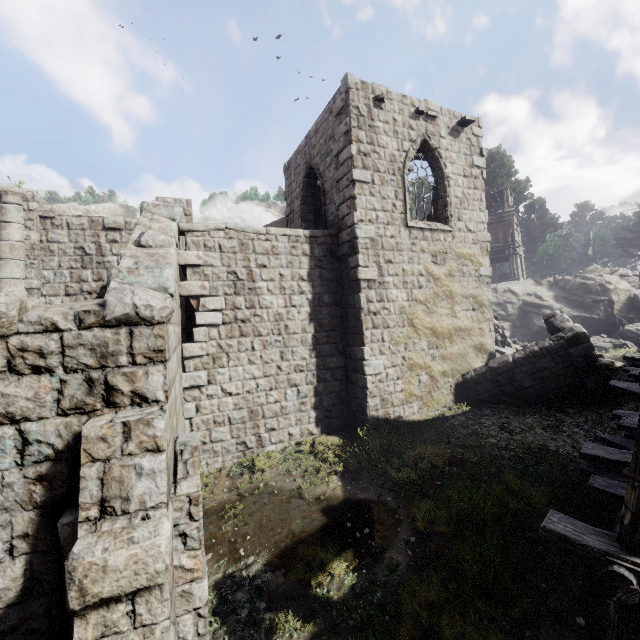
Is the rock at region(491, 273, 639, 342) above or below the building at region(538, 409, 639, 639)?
above

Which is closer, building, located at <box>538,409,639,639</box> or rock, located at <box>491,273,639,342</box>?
building, located at <box>538,409,639,639</box>

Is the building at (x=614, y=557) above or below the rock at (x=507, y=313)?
below

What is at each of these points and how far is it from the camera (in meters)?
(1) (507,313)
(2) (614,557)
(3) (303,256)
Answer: (1) rock, 24.69
(2) building, 3.38
(3) building, 10.38

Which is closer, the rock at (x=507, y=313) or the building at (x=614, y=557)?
the building at (x=614, y=557)
